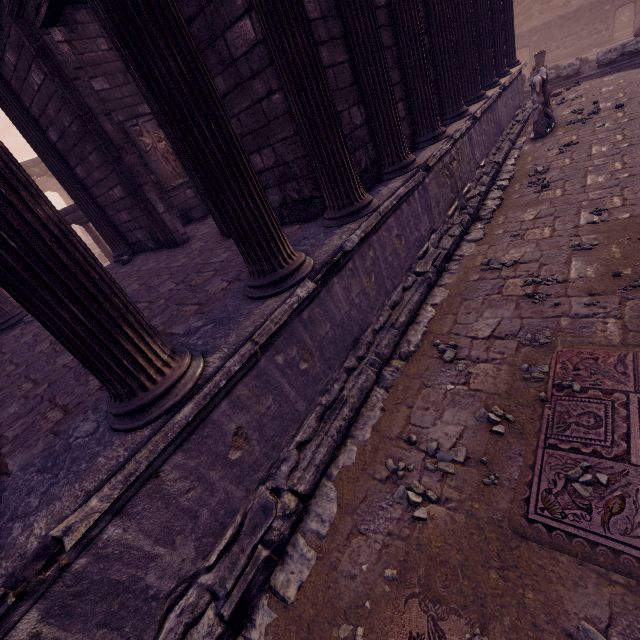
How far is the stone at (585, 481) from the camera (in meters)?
2.05

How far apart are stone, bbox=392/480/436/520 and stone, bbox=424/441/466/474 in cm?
11

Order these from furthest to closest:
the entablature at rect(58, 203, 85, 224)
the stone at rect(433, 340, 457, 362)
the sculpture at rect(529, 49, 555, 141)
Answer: the entablature at rect(58, 203, 85, 224) → the sculpture at rect(529, 49, 555, 141) → the stone at rect(433, 340, 457, 362)

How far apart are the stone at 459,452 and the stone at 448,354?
0.9 meters

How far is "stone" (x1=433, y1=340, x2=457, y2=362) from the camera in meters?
3.5 m

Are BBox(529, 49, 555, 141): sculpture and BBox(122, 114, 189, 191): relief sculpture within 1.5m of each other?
no

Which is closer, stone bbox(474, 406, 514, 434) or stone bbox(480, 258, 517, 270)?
stone bbox(474, 406, 514, 434)

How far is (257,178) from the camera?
2.61m
